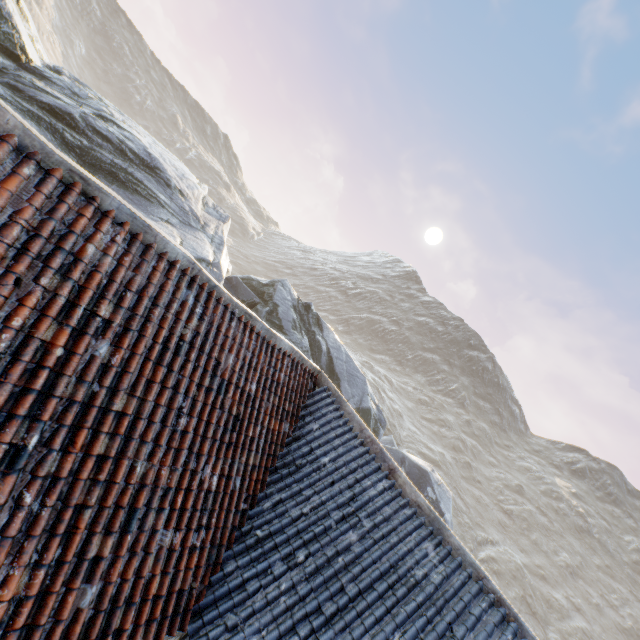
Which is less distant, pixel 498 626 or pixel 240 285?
pixel 498 626
